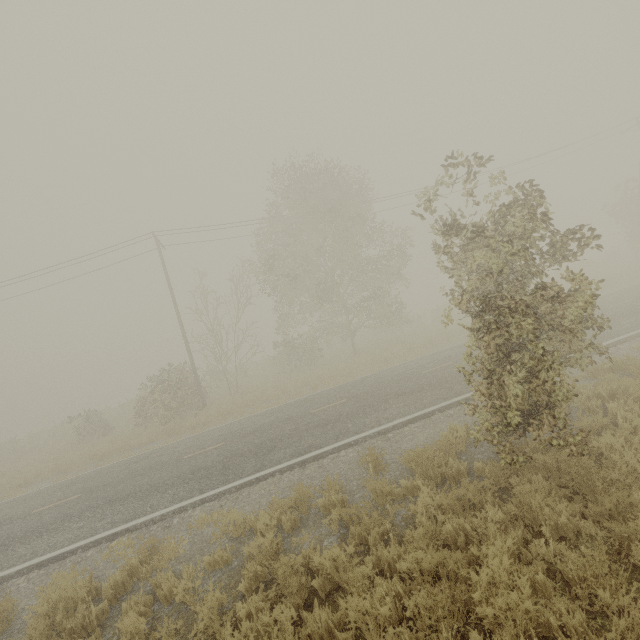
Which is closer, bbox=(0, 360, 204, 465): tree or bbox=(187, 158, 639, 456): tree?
bbox=(187, 158, 639, 456): tree

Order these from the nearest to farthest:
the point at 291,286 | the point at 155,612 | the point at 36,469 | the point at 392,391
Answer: the point at 155,612 → the point at 392,391 → the point at 36,469 → the point at 291,286

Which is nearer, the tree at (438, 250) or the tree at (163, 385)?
the tree at (438, 250)
